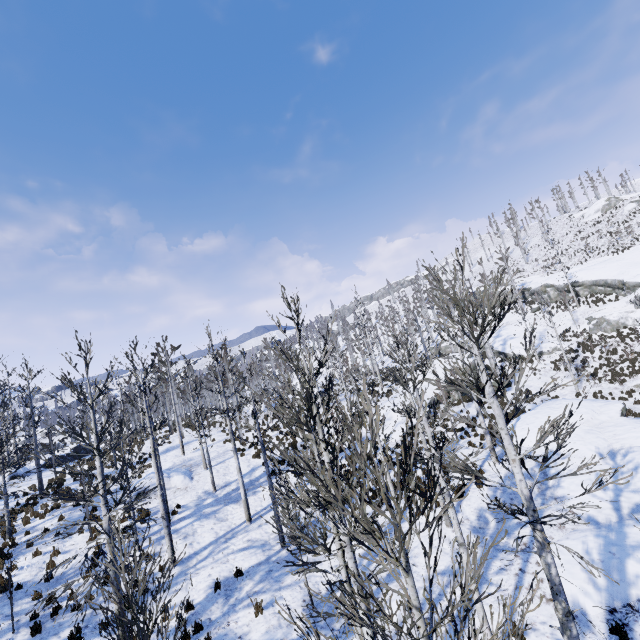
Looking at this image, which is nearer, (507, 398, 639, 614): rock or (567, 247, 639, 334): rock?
(507, 398, 639, 614): rock

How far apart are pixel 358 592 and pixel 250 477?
19.17m

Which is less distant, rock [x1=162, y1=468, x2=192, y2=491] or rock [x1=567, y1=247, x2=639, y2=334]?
rock [x1=162, y1=468, x2=192, y2=491]

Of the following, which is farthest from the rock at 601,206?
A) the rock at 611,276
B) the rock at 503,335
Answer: the rock at 503,335

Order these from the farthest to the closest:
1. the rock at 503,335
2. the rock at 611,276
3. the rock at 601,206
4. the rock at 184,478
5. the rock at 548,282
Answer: the rock at 601,206 → the rock at 548,282 → the rock at 503,335 → the rock at 611,276 → the rock at 184,478

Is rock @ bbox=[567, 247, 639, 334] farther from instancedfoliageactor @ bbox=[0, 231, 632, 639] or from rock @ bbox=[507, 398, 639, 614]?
instancedfoliageactor @ bbox=[0, 231, 632, 639]

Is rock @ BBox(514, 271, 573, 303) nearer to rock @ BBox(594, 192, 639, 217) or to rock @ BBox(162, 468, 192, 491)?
rock @ BBox(594, 192, 639, 217)

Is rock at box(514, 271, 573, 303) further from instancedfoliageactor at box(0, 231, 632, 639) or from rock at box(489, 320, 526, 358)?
instancedfoliageactor at box(0, 231, 632, 639)
